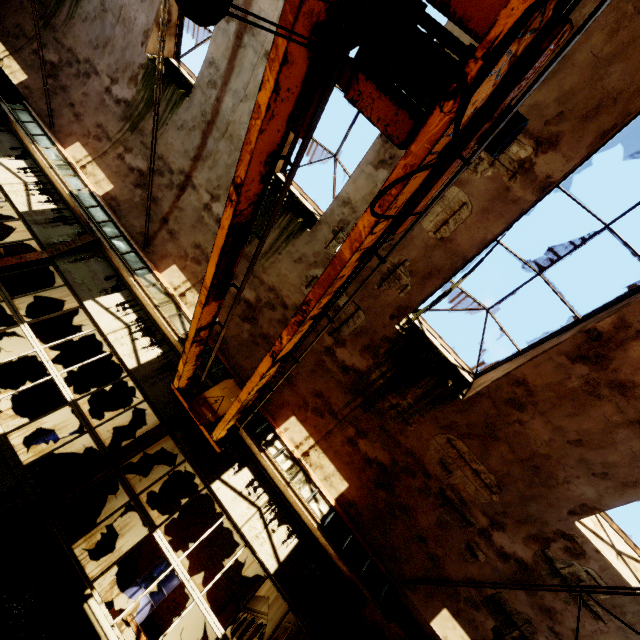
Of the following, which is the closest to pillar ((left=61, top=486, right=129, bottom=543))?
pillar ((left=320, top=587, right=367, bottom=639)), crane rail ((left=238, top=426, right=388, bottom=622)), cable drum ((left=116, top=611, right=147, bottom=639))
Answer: cable drum ((left=116, top=611, right=147, bottom=639))

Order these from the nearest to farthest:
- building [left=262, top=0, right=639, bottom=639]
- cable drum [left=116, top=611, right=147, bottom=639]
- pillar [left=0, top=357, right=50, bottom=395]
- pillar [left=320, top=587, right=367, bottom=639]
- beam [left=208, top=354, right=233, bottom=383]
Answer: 1. building [left=262, top=0, right=639, bottom=639]
2. pillar [left=320, top=587, right=367, bottom=639]
3. cable drum [left=116, top=611, right=147, bottom=639]
4. beam [left=208, top=354, right=233, bottom=383]
5. pillar [left=0, top=357, right=50, bottom=395]

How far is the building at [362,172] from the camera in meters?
6.5

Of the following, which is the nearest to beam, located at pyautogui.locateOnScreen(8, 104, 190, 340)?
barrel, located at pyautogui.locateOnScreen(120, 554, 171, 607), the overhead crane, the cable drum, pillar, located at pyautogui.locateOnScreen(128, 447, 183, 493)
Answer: the overhead crane

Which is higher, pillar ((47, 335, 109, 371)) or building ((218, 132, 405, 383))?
building ((218, 132, 405, 383))

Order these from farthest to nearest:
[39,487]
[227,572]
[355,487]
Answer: [227,572]
[39,487]
[355,487]

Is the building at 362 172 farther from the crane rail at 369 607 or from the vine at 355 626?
the crane rail at 369 607

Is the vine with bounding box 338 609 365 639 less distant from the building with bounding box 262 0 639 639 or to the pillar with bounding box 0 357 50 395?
the building with bounding box 262 0 639 639
